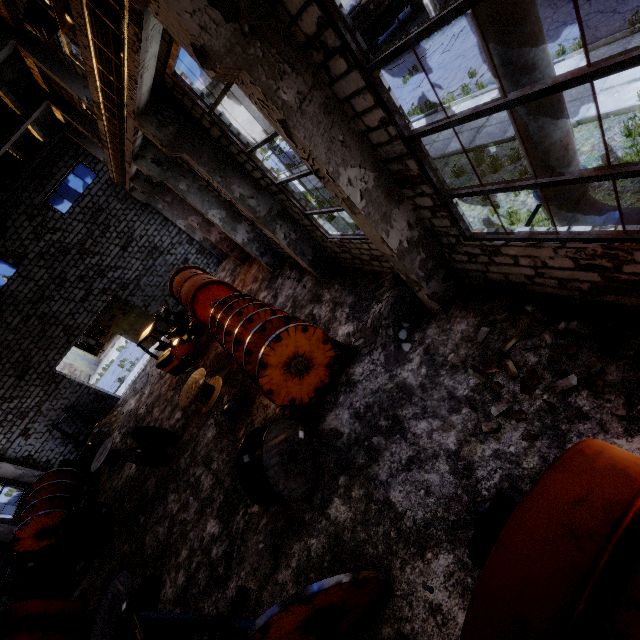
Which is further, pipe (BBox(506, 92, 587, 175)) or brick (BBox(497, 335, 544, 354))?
brick (BBox(497, 335, 544, 354))

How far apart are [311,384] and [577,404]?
4.9m

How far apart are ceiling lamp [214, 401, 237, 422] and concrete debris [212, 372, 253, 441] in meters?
0.0 m

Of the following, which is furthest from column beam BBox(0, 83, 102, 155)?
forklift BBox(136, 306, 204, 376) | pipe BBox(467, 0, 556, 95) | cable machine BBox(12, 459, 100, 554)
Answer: pipe BBox(467, 0, 556, 95)

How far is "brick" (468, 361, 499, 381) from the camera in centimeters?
532cm

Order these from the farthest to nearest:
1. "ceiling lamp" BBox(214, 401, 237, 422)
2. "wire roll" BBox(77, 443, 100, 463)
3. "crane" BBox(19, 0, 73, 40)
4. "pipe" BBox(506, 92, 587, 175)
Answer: "wire roll" BBox(77, 443, 100, 463) < "ceiling lamp" BBox(214, 401, 237, 422) < "crane" BBox(19, 0, 73, 40) < "pipe" BBox(506, 92, 587, 175)

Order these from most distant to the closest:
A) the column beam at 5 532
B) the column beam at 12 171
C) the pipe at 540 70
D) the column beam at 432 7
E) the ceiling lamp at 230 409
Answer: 1. the column beam at 432 7
2. the column beam at 12 171
3. the column beam at 5 532
4. the ceiling lamp at 230 409
5. the pipe at 540 70

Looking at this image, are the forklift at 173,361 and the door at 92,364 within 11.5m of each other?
no
